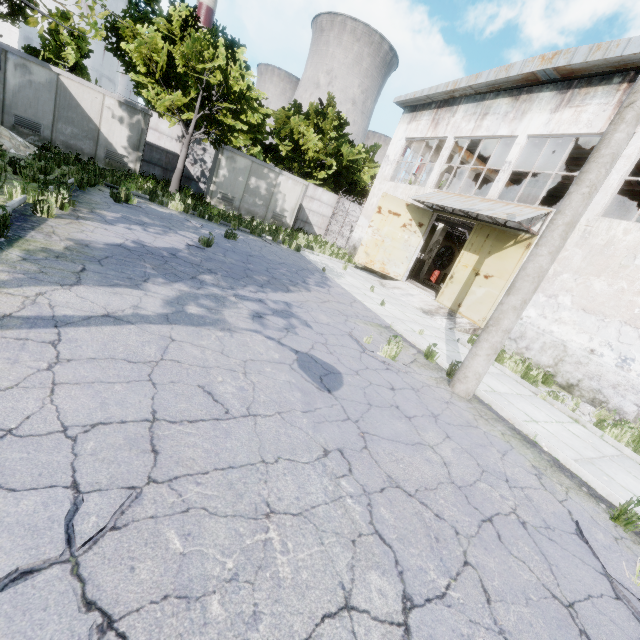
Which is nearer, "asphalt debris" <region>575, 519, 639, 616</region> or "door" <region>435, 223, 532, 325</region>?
"asphalt debris" <region>575, 519, 639, 616</region>

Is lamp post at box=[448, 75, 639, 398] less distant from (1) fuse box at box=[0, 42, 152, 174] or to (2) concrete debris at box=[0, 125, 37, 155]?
(2) concrete debris at box=[0, 125, 37, 155]

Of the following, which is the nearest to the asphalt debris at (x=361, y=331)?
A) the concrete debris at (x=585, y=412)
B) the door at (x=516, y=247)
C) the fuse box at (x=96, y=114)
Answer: the concrete debris at (x=585, y=412)

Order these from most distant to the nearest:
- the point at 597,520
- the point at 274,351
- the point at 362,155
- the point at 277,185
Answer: the point at 362,155, the point at 277,185, the point at 274,351, the point at 597,520

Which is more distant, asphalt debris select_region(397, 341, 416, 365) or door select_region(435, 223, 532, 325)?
door select_region(435, 223, 532, 325)

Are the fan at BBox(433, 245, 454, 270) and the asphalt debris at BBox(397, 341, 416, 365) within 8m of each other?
no

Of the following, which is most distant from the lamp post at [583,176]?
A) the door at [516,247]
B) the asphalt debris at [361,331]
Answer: the door at [516,247]

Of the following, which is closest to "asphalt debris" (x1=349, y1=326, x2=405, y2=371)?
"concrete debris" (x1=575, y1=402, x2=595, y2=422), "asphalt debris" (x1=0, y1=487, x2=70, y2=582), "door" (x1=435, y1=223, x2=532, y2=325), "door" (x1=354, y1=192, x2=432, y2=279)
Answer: "concrete debris" (x1=575, y1=402, x2=595, y2=422)
